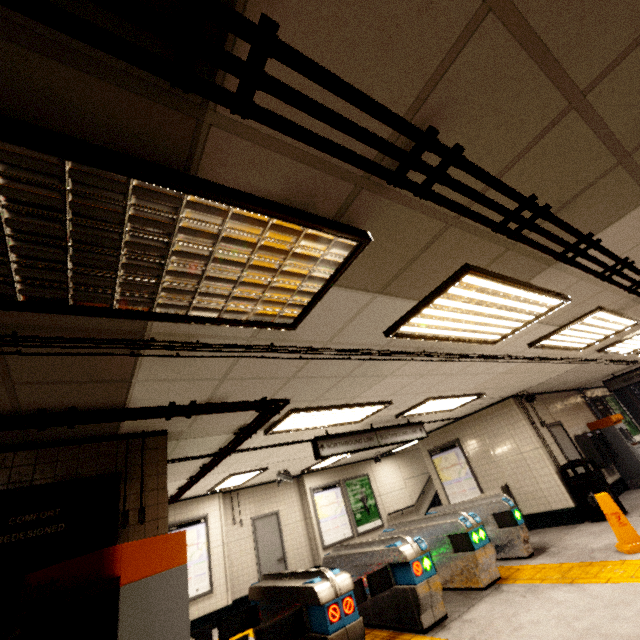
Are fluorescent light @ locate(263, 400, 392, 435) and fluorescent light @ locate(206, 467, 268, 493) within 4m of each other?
yes

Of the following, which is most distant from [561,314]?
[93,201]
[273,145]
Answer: [93,201]

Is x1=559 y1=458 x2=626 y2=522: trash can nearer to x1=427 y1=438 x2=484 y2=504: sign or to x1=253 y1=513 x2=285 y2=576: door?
x1=427 y1=438 x2=484 y2=504: sign

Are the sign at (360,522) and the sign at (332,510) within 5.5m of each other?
yes

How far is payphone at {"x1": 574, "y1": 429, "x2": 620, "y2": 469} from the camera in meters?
8.6

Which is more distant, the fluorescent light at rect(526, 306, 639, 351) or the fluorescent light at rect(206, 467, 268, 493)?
the fluorescent light at rect(206, 467, 268, 493)

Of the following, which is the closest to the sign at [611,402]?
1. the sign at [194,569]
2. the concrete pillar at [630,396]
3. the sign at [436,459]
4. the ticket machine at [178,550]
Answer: → the concrete pillar at [630,396]

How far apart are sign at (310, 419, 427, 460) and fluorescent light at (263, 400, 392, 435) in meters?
0.4
